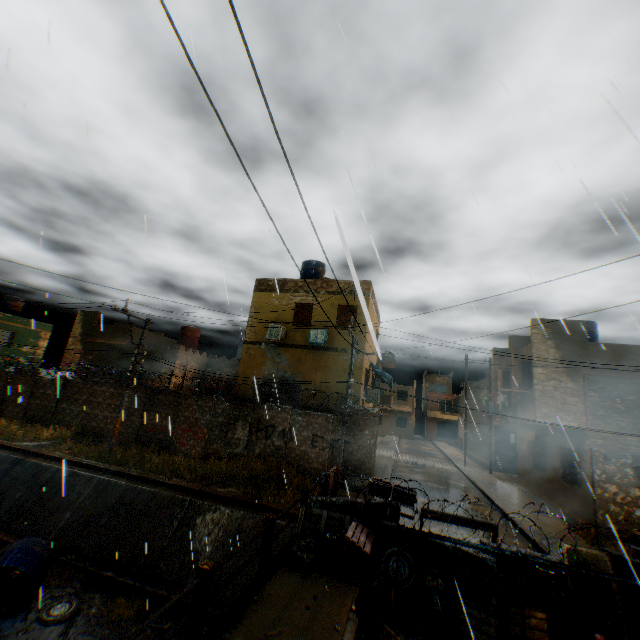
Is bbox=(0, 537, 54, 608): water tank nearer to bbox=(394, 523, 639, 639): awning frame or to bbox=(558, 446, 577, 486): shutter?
bbox=(394, 523, 639, 639): awning frame

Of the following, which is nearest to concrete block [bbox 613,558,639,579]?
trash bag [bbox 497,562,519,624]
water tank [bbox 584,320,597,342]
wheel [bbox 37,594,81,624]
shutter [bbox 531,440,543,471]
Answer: trash bag [bbox 497,562,519,624]

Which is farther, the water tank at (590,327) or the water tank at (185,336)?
the water tank at (185,336)

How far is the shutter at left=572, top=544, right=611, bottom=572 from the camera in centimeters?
631cm

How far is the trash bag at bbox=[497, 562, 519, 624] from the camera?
5.9 meters

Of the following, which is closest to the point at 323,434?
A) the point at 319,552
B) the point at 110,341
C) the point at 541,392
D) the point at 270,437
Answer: the point at 270,437

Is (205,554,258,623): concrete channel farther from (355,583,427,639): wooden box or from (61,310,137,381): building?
(355,583,427,639): wooden box

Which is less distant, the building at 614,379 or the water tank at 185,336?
the building at 614,379
